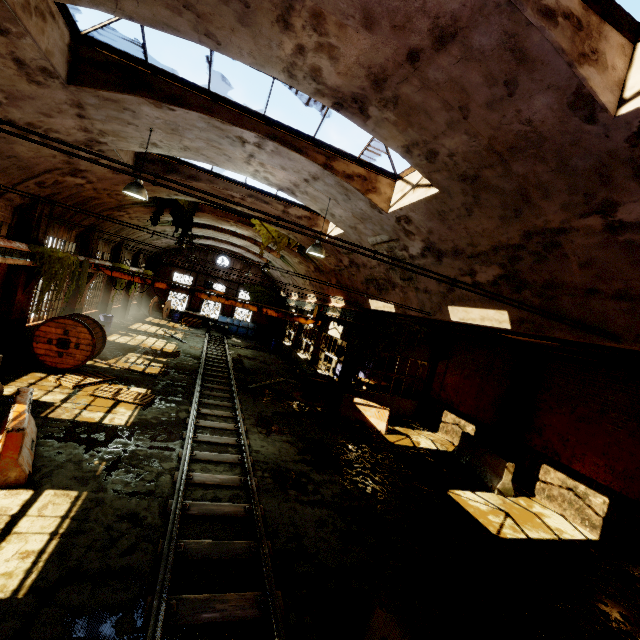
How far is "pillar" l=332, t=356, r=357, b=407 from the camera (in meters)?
15.48

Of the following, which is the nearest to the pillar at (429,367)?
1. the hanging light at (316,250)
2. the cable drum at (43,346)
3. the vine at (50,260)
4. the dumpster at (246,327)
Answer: the hanging light at (316,250)

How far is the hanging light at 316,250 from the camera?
8.97m

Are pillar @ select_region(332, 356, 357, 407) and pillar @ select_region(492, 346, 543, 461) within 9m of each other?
yes

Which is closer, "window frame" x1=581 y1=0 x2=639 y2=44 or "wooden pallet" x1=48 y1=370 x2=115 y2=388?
"window frame" x1=581 y1=0 x2=639 y2=44

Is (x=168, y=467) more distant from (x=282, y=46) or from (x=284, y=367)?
(x=284, y=367)

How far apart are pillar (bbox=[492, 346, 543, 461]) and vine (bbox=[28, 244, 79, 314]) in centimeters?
1721cm

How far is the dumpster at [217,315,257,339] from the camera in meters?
31.0
